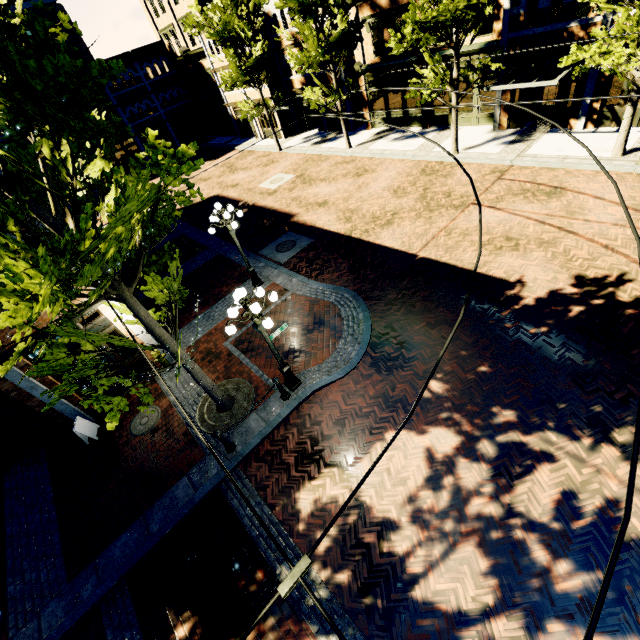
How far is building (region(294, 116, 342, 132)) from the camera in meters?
26.4 m

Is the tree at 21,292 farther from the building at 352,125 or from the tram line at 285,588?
the tram line at 285,588

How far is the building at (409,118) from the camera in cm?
2050

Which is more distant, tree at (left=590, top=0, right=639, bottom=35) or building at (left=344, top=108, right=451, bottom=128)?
building at (left=344, top=108, right=451, bottom=128)

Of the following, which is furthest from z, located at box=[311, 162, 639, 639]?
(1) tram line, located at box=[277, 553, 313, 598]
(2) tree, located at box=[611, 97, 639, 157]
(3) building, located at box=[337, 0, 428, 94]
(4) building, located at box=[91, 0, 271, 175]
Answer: (4) building, located at box=[91, 0, 271, 175]

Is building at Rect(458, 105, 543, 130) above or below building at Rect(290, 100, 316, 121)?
below

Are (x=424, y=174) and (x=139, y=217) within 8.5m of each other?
no

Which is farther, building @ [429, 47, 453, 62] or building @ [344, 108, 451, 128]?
building @ [344, 108, 451, 128]
